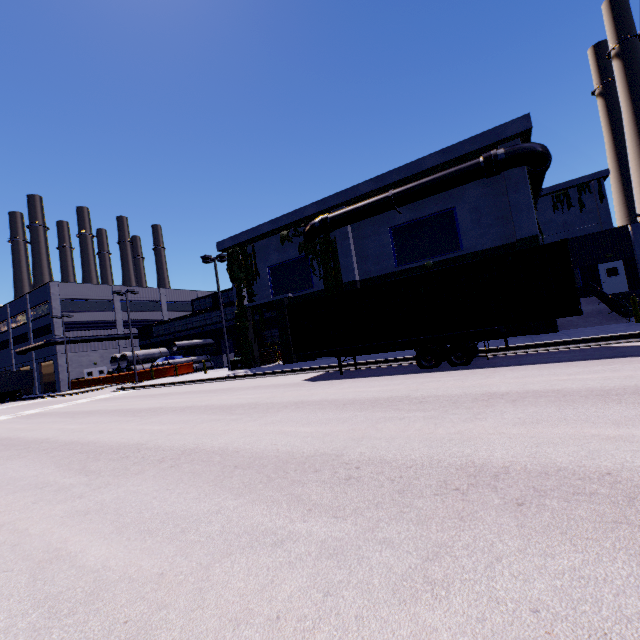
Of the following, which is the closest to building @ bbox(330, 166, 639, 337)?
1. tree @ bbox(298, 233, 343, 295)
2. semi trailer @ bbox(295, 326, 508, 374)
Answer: tree @ bbox(298, 233, 343, 295)

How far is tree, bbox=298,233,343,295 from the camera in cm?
2188

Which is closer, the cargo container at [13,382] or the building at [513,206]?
the building at [513,206]

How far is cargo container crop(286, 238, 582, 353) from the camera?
10.16m

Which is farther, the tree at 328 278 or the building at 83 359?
the building at 83 359

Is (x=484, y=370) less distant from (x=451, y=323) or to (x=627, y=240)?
(x=451, y=323)

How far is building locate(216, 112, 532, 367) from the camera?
16.5m
